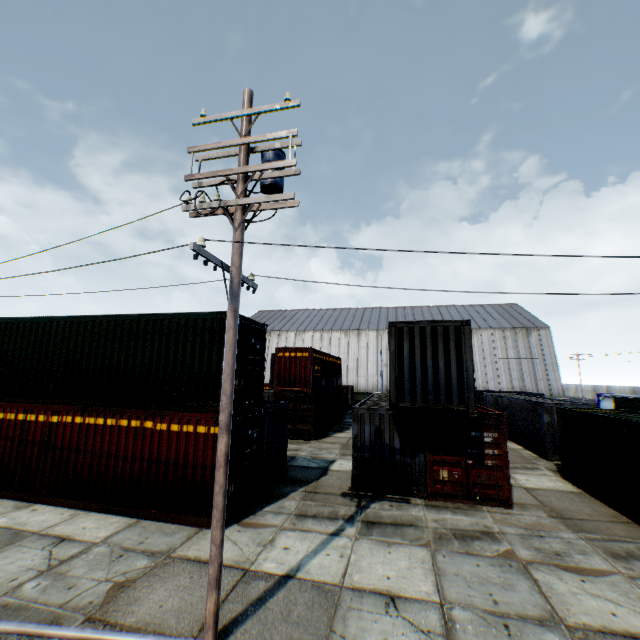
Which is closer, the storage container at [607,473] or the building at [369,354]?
the storage container at [607,473]

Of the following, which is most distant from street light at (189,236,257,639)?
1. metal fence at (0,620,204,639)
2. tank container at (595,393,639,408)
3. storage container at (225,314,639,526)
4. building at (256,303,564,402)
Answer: building at (256,303,564,402)

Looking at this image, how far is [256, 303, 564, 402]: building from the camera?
42.1 meters

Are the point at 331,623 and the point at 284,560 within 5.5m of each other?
yes

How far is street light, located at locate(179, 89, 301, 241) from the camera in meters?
6.0 m

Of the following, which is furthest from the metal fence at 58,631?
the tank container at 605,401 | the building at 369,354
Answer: the building at 369,354

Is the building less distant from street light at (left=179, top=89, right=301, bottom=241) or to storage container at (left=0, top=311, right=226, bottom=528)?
storage container at (left=0, top=311, right=226, bottom=528)
